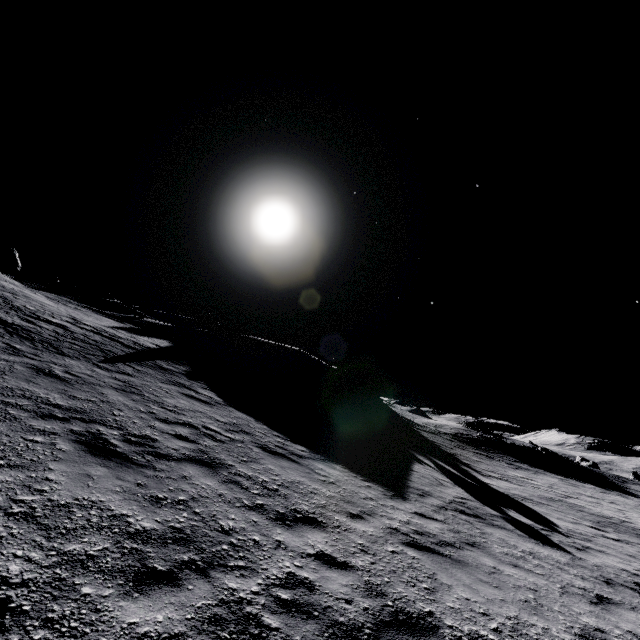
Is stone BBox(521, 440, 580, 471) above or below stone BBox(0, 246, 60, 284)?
below

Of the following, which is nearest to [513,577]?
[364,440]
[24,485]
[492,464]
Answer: [24,485]

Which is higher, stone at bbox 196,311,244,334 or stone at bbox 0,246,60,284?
stone at bbox 196,311,244,334

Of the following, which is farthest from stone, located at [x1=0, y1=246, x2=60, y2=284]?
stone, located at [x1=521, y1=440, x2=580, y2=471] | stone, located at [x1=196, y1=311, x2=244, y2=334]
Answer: stone, located at [x1=521, y1=440, x2=580, y2=471]

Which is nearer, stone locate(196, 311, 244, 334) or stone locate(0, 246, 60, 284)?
stone locate(0, 246, 60, 284)

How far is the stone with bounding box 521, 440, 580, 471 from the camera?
37.19m

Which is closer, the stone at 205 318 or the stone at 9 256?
the stone at 9 256

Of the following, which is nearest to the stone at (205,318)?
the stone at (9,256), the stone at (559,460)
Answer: the stone at (9,256)
